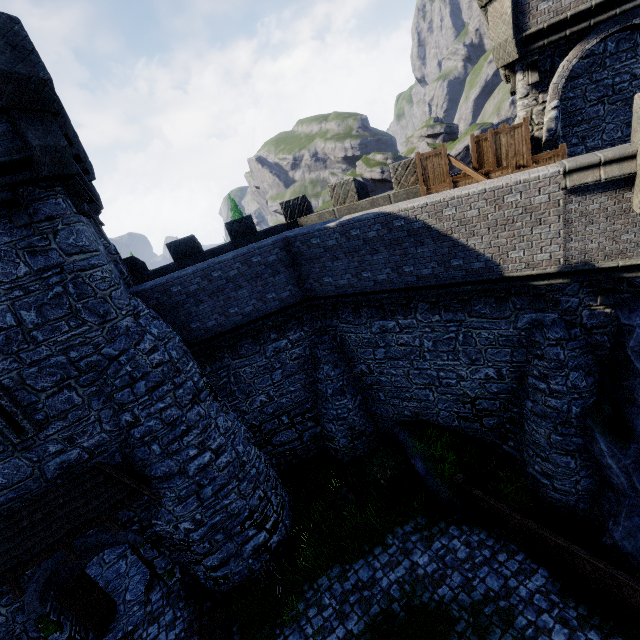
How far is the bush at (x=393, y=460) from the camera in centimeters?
1348cm

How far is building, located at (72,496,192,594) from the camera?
10.1m

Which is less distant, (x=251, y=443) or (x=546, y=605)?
(x=546, y=605)

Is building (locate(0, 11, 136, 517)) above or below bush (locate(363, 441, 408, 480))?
above

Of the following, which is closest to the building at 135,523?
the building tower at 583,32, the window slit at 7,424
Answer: the window slit at 7,424

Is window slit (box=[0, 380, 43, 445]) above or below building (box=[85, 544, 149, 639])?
above

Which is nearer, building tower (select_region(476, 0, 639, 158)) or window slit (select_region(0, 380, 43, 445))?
window slit (select_region(0, 380, 43, 445))

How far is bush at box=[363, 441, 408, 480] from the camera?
Answer: 13.5 meters
